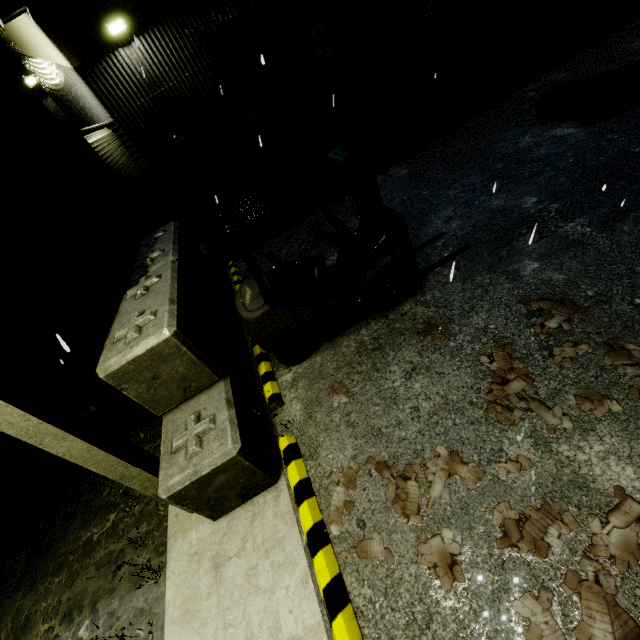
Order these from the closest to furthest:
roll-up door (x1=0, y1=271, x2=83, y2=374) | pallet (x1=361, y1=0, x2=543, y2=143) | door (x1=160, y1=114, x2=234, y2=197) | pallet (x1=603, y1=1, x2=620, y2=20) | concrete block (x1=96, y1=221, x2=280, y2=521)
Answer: concrete block (x1=96, y1=221, x2=280, y2=521) < roll-up door (x1=0, y1=271, x2=83, y2=374) < pallet (x1=361, y1=0, x2=543, y2=143) < pallet (x1=603, y1=1, x2=620, y2=20) < door (x1=160, y1=114, x2=234, y2=197)

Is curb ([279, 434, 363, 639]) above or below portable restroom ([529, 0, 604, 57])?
below

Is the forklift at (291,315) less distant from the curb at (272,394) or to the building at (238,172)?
the curb at (272,394)

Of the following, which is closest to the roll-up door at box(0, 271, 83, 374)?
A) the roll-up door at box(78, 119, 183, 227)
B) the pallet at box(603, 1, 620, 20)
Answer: the roll-up door at box(78, 119, 183, 227)

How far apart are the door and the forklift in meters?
9.6 m

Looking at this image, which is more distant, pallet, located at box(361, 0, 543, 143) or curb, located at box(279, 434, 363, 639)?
pallet, located at box(361, 0, 543, 143)

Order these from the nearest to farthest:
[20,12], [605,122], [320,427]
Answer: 1. [320,427]
2. [20,12]
3. [605,122]

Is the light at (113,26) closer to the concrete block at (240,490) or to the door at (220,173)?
the door at (220,173)
